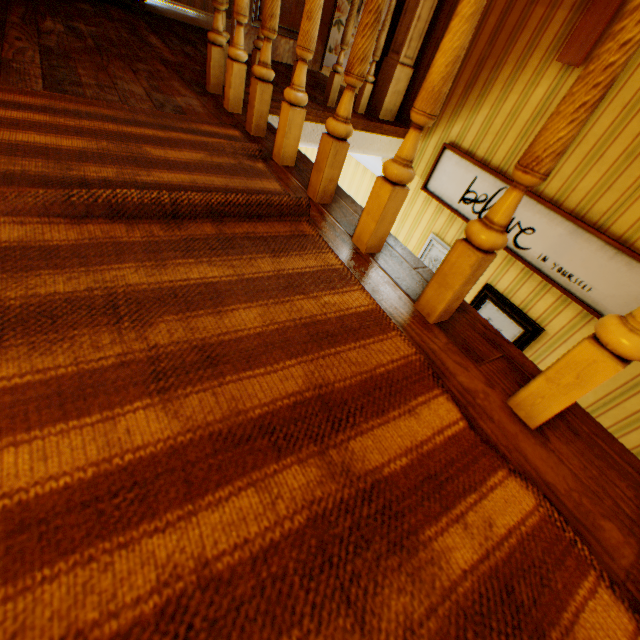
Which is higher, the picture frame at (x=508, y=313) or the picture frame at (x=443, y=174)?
the picture frame at (x=443, y=174)

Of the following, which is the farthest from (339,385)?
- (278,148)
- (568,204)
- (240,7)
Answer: (568,204)

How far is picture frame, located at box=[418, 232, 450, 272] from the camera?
3.0 meters

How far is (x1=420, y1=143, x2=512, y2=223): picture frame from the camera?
2.5m

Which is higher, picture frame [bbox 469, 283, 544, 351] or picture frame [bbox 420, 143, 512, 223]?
picture frame [bbox 420, 143, 512, 223]

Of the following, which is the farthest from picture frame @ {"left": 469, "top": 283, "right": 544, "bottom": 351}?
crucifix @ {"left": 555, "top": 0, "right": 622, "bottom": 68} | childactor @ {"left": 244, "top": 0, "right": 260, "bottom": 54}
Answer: childactor @ {"left": 244, "top": 0, "right": 260, "bottom": 54}

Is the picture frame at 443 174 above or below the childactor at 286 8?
below

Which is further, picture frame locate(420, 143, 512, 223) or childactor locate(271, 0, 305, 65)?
childactor locate(271, 0, 305, 65)
